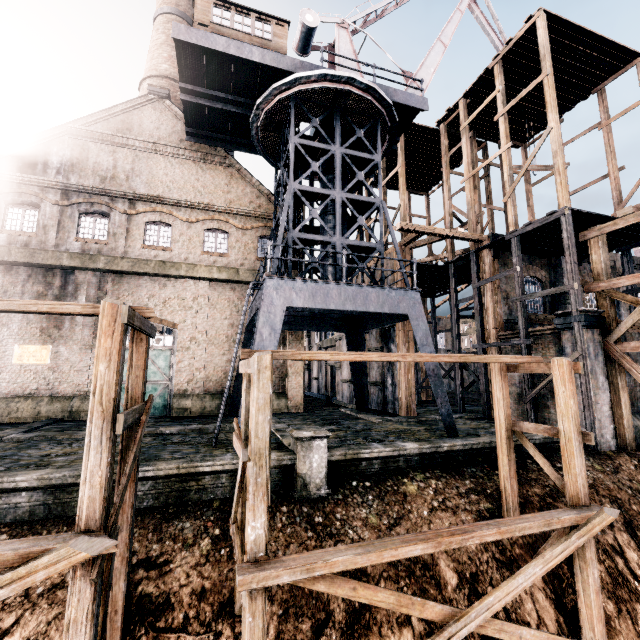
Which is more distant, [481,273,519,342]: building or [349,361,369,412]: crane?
[349,361,369,412]: crane

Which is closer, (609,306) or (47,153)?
(609,306)

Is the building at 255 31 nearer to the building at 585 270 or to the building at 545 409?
the building at 585 270

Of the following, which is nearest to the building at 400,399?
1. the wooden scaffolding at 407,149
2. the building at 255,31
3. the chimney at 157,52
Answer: the wooden scaffolding at 407,149

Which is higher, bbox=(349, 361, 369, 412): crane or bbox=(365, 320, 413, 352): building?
bbox=(365, 320, 413, 352): building

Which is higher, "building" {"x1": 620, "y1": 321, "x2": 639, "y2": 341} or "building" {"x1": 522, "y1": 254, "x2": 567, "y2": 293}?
"building" {"x1": 522, "y1": 254, "x2": 567, "y2": 293}
